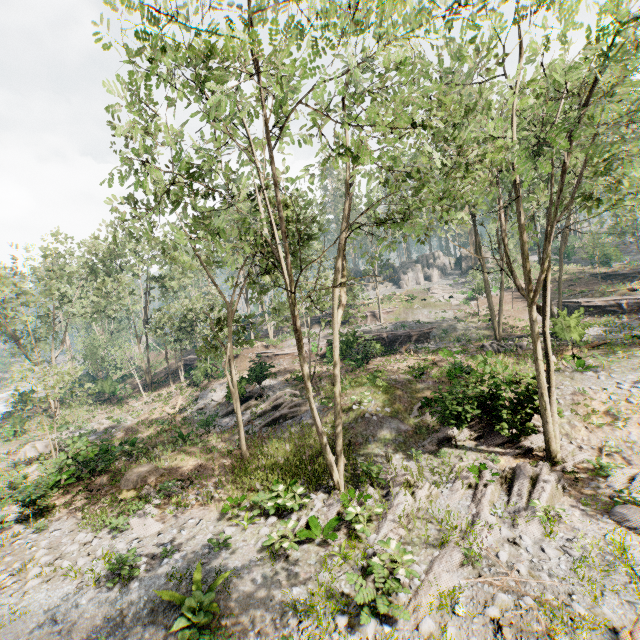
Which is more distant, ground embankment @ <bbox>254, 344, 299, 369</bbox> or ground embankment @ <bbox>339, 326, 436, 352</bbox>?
ground embankment @ <bbox>339, 326, 436, 352</bbox>

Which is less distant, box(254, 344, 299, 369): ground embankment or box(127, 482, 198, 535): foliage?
box(127, 482, 198, 535): foliage

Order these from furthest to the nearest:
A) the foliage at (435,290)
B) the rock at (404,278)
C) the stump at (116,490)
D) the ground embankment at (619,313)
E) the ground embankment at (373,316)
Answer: the rock at (404,278), the foliage at (435,290), the ground embankment at (373,316), the ground embankment at (619,313), the stump at (116,490)

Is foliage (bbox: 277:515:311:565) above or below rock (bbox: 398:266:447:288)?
below

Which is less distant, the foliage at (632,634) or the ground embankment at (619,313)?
the foliage at (632,634)

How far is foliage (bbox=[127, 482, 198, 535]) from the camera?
12.6m

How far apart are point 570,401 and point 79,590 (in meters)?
21.00

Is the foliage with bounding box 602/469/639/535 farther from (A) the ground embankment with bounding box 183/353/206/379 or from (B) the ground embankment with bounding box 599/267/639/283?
(B) the ground embankment with bounding box 599/267/639/283
